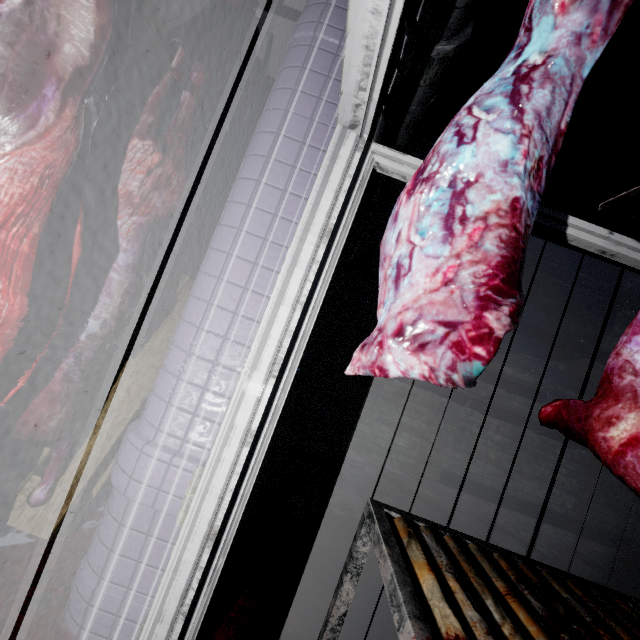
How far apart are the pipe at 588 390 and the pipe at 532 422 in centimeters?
11cm

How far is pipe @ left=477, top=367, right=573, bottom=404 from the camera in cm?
412

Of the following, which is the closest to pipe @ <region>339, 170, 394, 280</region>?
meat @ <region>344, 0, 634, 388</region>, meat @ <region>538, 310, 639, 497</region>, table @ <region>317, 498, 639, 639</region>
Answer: meat @ <region>344, 0, 634, 388</region>

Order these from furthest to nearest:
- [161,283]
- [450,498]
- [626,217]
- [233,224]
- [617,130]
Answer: [626,217] < [450,498] < [617,130] < [161,283] < [233,224]

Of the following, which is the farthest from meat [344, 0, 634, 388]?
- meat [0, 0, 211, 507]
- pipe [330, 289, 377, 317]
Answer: pipe [330, 289, 377, 317]

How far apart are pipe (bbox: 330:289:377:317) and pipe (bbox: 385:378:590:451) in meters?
0.1 m

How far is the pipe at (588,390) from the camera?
4.2 meters

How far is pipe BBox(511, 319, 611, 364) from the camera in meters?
4.2
